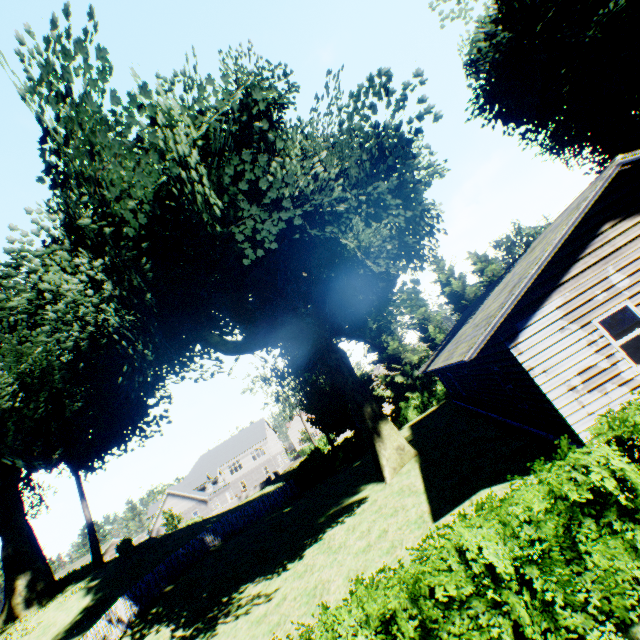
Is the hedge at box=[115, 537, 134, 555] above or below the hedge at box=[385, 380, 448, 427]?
above

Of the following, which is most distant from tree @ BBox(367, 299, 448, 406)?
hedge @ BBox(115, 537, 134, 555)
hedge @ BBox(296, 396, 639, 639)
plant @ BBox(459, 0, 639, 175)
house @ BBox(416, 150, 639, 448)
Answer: hedge @ BBox(115, 537, 134, 555)

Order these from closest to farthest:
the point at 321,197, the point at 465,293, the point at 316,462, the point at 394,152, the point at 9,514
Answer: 1. the point at 321,197
2. the point at 394,152
3. the point at 9,514
4. the point at 316,462
5. the point at 465,293

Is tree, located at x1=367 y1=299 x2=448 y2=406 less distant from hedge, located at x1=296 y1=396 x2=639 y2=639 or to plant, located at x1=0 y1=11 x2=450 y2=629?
plant, located at x1=0 y1=11 x2=450 y2=629

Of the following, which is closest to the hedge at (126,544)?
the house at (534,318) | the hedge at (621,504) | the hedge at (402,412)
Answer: the hedge at (402,412)

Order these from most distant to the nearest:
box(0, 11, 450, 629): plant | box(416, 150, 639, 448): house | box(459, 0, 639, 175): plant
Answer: A:
box(459, 0, 639, 175): plant
box(0, 11, 450, 629): plant
box(416, 150, 639, 448): house

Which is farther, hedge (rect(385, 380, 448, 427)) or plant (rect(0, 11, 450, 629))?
hedge (rect(385, 380, 448, 427))

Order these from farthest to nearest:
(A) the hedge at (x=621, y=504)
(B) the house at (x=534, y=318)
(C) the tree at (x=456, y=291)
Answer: (C) the tree at (x=456, y=291), (B) the house at (x=534, y=318), (A) the hedge at (x=621, y=504)
